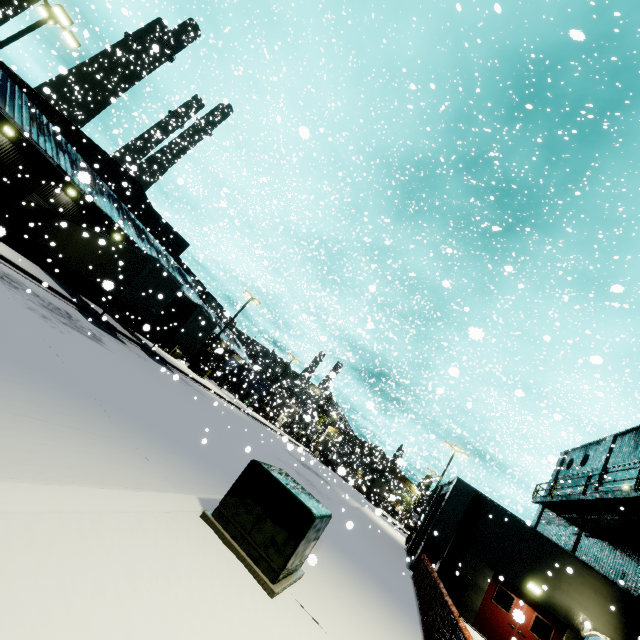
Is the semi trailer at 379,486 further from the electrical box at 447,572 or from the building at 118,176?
the electrical box at 447,572

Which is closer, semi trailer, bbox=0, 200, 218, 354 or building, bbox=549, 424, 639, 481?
semi trailer, bbox=0, 200, 218, 354

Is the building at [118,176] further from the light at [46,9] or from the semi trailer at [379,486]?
the light at [46,9]

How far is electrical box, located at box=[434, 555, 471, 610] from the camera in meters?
13.7 m

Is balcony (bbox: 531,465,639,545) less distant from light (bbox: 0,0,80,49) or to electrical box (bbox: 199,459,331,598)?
electrical box (bbox: 199,459,331,598)

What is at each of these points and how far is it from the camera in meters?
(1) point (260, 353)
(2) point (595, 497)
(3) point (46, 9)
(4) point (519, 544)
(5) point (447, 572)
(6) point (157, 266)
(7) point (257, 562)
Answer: (1) building, 20.6 m
(2) balcony, 14.5 m
(3) light, 15.1 m
(4) building, 15.0 m
(5) electrical box, 14.1 m
(6) semi trailer, 17.8 m
(7) electrical box, 4.4 m

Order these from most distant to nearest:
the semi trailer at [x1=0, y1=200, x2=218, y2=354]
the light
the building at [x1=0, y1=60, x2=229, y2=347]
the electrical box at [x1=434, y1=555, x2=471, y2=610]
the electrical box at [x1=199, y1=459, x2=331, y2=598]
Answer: the building at [x1=0, y1=60, x2=229, y2=347] → the semi trailer at [x1=0, y1=200, x2=218, y2=354] → the light → the electrical box at [x1=434, y1=555, x2=471, y2=610] → the electrical box at [x1=199, y1=459, x2=331, y2=598]

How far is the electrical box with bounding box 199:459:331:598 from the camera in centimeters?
435cm
